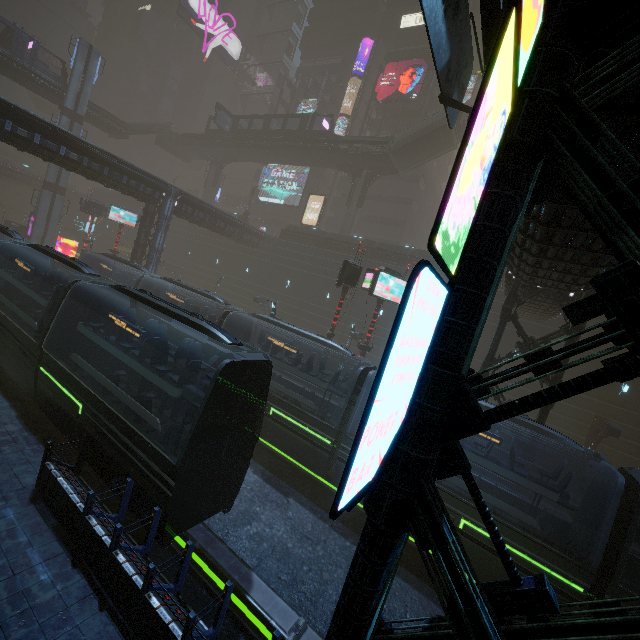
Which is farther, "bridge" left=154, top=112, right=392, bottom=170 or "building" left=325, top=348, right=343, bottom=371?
"bridge" left=154, top=112, right=392, bottom=170

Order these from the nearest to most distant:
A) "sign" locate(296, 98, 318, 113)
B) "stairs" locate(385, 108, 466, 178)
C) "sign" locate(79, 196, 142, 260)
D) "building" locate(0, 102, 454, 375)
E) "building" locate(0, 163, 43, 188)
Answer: "building" locate(0, 102, 454, 375) → "stairs" locate(385, 108, 466, 178) → "sign" locate(79, 196, 142, 260) → "sign" locate(296, 98, 318, 113) → "building" locate(0, 163, 43, 188)

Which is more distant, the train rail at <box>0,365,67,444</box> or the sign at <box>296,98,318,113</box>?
the sign at <box>296,98,318,113</box>

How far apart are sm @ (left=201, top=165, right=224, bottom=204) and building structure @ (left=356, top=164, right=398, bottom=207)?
25.7m

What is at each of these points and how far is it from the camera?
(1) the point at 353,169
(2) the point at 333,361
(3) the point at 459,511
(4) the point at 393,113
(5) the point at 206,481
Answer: (1) building structure, 37.94m
(2) building, 33.09m
(3) train, 10.43m
(4) building, 45.25m
(5) train, 8.34m

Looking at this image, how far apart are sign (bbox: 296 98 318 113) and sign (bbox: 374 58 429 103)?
9.0m

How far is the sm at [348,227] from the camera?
36.7 meters

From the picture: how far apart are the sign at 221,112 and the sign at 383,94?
19.3 meters
